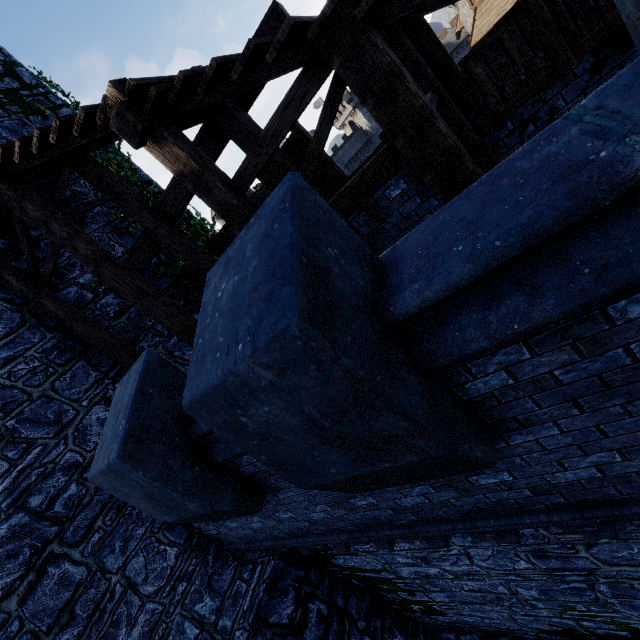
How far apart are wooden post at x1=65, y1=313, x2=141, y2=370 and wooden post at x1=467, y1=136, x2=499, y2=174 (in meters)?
6.39

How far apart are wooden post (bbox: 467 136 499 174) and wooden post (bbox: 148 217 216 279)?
4.2m

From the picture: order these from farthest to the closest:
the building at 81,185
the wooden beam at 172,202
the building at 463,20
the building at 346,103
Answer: the building at 346,103 → the building at 463,20 → the building at 81,185 → the wooden beam at 172,202

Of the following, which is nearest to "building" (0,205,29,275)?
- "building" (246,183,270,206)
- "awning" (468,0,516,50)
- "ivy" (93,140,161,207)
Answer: "ivy" (93,140,161,207)

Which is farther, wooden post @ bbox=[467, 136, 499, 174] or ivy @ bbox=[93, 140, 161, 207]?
ivy @ bbox=[93, 140, 161, 207]

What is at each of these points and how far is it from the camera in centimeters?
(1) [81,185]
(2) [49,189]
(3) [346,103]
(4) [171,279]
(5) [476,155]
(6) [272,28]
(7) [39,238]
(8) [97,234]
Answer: (1) building, 800cm
(2) building, 714cm
(3) building, 5950cm
(4) building, 851cm
(5) wooden post, 388cm
(6) wooden beam, 416cm
(7) building, 691cm
(8) building, 775cm

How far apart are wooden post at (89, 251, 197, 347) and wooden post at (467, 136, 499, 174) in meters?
4.5

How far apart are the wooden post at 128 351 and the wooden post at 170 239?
2.0 meters
